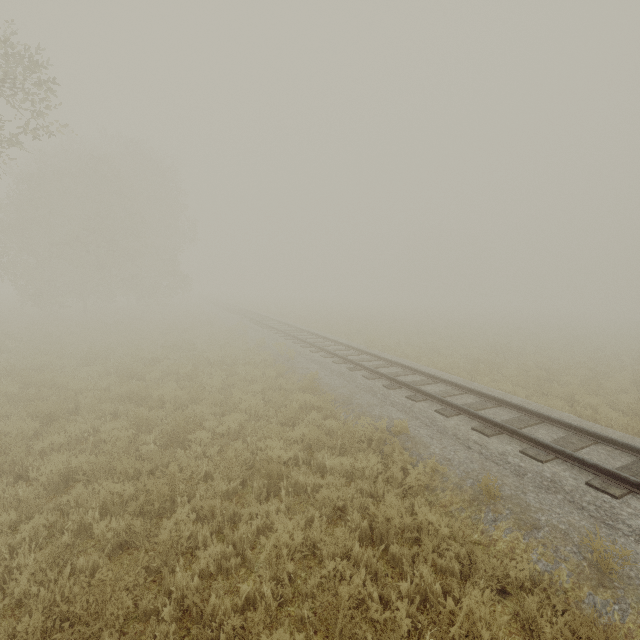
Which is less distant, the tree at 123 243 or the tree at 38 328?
the tree at 123 243

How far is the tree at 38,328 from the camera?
16.84m

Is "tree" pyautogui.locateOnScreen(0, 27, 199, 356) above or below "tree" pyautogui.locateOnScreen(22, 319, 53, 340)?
above

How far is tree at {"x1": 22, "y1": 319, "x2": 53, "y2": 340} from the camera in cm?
1684

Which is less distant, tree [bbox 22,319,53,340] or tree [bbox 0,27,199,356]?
tree [bbox 0,27,199,356]

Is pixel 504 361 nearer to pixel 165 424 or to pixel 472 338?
pixel 472 338
